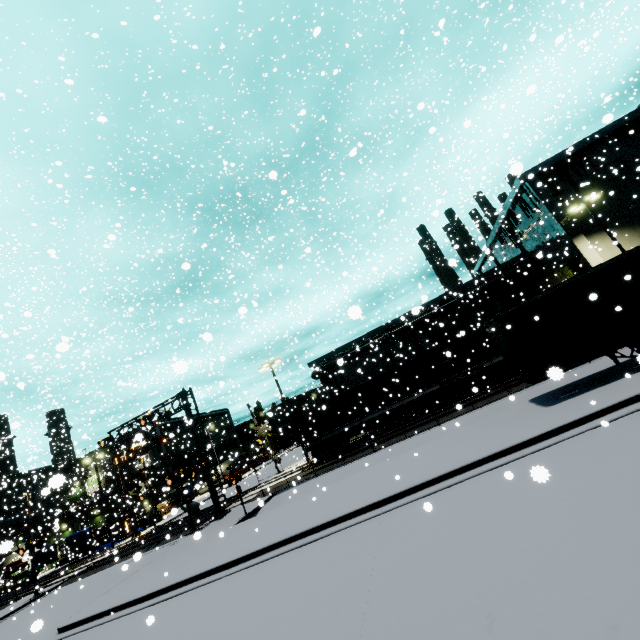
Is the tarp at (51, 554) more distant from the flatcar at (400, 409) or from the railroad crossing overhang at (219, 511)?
the flatcar at (400, 409)

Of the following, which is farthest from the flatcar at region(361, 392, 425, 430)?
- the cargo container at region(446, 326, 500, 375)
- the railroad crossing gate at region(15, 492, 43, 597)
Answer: the railroad crossing gate at region(15, 492, 43, 597)

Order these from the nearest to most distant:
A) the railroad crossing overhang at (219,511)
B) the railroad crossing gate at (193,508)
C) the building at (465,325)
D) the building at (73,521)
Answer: the railroad crossing gate at (193,508) → the railroad crossing overhang at (219,511) → the building at (465,325) → the building at (73,521)

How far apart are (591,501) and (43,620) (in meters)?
24.88

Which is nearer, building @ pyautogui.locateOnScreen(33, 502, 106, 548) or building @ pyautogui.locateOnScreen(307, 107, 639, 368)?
building @ pyautogui.locateOnScreen(307, 107, 639, 368)

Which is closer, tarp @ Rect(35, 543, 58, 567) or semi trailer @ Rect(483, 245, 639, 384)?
semi trailer @ Rect(483, 245, 639, 384)

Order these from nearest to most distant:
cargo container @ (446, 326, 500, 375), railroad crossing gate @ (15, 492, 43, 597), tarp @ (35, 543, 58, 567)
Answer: cargo container @ (446, 326, 500, 375) < railroad crossing gate @ (15, 492, 43, 597) < tarp @ (35, 543, 58, 567)

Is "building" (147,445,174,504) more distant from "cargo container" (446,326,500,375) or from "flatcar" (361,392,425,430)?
"flatcar" (361,392,425,430)
